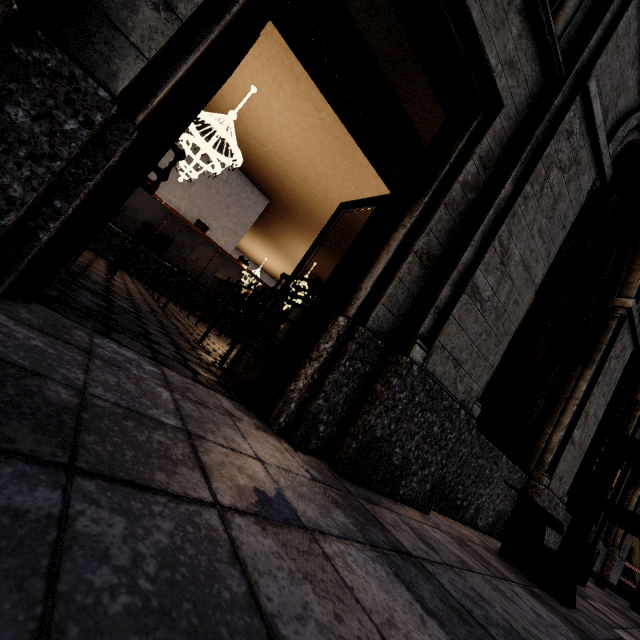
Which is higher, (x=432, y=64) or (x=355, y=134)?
(x=432, y=64)

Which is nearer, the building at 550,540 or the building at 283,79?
the building at 283,79

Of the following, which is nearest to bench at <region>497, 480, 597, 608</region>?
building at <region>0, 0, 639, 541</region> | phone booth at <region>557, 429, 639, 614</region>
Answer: building at <region>0, 0, 639, 541</region>

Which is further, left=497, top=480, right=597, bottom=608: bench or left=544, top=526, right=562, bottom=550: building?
left=544, top=526, right=562, bottom=550: building

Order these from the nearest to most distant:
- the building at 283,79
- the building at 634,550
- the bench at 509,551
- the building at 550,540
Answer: the building at 283,79, the bench at 509,551, the building at 550,540, the building at 634,550

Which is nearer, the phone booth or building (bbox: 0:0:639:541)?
building (bbox: 0:0:639:541)
